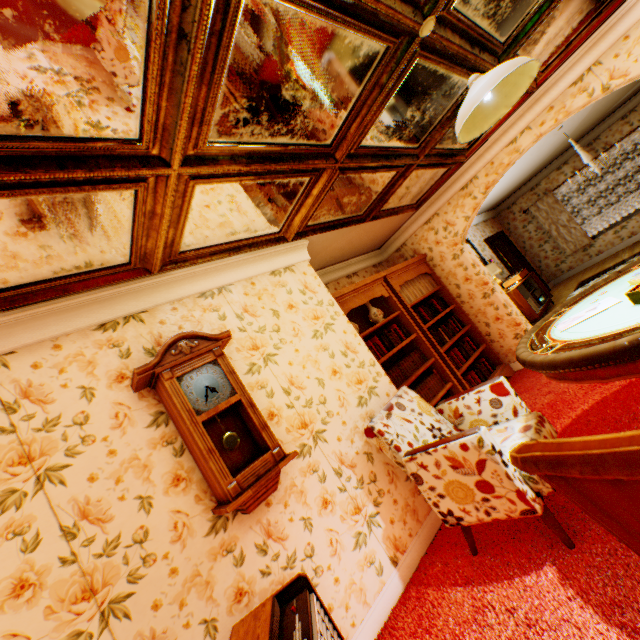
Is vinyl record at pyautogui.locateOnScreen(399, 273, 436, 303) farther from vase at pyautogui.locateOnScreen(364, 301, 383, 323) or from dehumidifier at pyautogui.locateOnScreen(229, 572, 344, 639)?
dehumidifier at pyautogui.locateOnScreen(229, 572, 344, 639)

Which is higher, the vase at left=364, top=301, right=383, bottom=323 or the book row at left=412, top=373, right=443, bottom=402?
the vase at left=364, top=301, right=383, bottom=323

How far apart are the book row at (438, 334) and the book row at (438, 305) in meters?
0.2 m

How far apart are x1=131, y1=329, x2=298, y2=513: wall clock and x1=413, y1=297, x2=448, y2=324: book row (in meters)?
3.39

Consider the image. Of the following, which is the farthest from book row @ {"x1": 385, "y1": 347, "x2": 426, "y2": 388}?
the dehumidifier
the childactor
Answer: the childactor

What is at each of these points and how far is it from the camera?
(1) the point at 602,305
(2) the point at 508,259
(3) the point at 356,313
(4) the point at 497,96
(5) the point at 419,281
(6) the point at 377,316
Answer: (1) magazine, 2.0 meters
(2) childactor, 10.4 meters
(3) bookshelf, 4.8 meters
(4) ceiling light, 2.0 meters
(5) vinyl record, 5.5 meters
(6) vase, 4.6 meters

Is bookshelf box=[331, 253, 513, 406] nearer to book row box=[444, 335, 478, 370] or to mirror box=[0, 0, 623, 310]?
book row box=[444, 335, 478, 370]

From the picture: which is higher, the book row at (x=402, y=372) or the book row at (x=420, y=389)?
the book row at (x=402, y=372)
